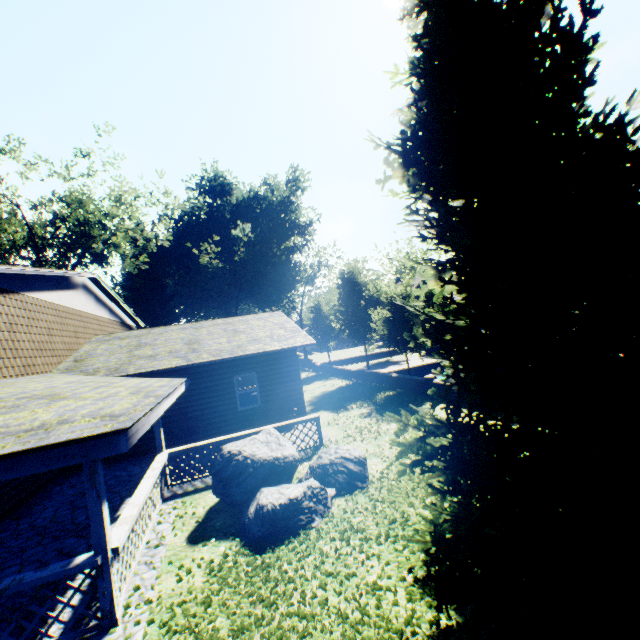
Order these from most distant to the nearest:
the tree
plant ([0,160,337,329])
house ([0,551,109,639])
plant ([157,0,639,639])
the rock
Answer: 1. plant ([0,160,337,329])
2. the tree
3. the rock
4. house ([0,551,109,639])
5. plant ([157,0,639,639])

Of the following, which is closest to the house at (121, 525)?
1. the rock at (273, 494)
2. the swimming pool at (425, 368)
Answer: the rock at (273, 494)

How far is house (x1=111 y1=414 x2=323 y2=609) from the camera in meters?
5.4

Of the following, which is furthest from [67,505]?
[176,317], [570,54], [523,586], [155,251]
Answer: [176,317]

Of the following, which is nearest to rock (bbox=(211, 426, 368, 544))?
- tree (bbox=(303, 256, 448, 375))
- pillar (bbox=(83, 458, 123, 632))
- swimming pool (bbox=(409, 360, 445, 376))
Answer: pillar (bbox=(83, 458, 123, 632))

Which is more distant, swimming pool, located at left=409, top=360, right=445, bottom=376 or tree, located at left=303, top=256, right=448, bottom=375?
swimming pool, located at left=409, top=360, right=445, bottom=376

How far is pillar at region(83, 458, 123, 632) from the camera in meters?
4.8

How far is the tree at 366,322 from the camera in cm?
1841
